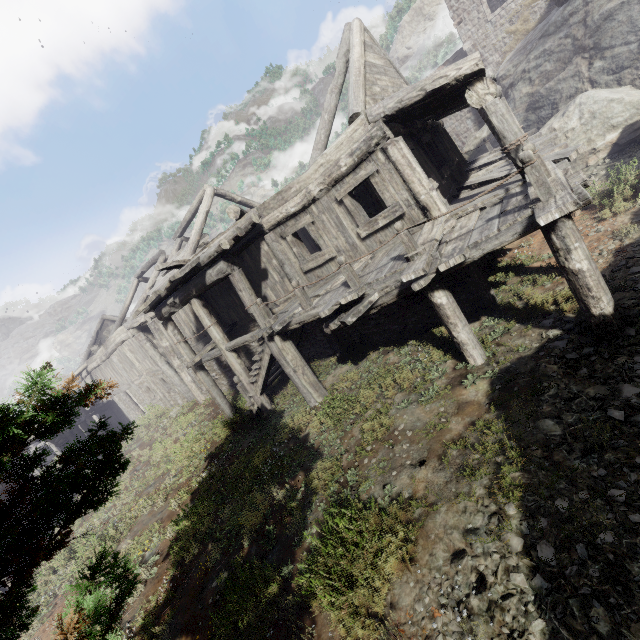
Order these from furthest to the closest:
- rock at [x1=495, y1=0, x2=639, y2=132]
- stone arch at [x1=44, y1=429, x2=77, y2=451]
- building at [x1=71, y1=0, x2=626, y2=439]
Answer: stone arch at [x1=44, y1=429, x2=77, y2=451] < rock at [x1=495, y1=0, x2=639, y2=132] < building at [x1=71, y1=0, x2=626, y2=439]

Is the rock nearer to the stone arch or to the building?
the building

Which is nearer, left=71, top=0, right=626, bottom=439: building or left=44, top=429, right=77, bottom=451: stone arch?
left=71, top=0, right=626, bottom=439: building

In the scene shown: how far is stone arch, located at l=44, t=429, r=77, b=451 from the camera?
26.5 meters

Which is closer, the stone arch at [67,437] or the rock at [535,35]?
the rock at [535,35]

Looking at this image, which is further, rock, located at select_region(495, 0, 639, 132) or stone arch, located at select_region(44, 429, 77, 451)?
stone arch, located at select_region(44, 429, 77, 451)

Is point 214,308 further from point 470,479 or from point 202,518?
point 470,479

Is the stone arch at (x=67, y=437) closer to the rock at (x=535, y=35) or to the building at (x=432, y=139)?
the building at (x=432, y=139)
